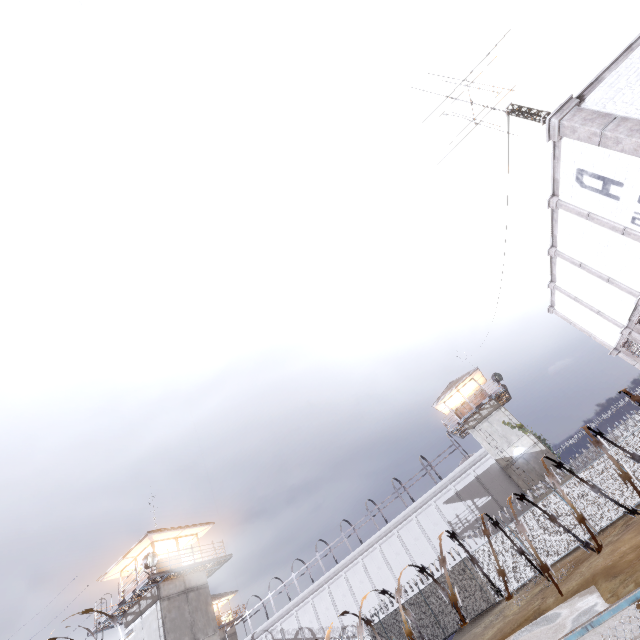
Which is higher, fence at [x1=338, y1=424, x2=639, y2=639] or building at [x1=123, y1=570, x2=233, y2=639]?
building at [x1=123, y1=570, x2=233, y2=639]

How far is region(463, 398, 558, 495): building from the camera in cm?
2805

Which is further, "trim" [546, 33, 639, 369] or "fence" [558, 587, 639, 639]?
"trim" [546, 33, 639, 369]

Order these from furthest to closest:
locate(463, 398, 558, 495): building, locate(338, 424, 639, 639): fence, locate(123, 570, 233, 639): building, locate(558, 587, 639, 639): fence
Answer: locate(463, 398, 558, 495): building → locate(123, 570, 233, 639): building → locate(338, 424, 639, 639): fence → locate(558, 587, 639, 639): fence

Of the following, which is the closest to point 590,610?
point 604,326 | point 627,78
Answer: point 604,326

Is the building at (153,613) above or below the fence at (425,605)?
above

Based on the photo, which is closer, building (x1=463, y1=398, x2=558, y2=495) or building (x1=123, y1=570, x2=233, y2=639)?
building (x1=123, y1=570, x2=233, y2=639)

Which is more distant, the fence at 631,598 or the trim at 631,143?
the trim at 631,143
